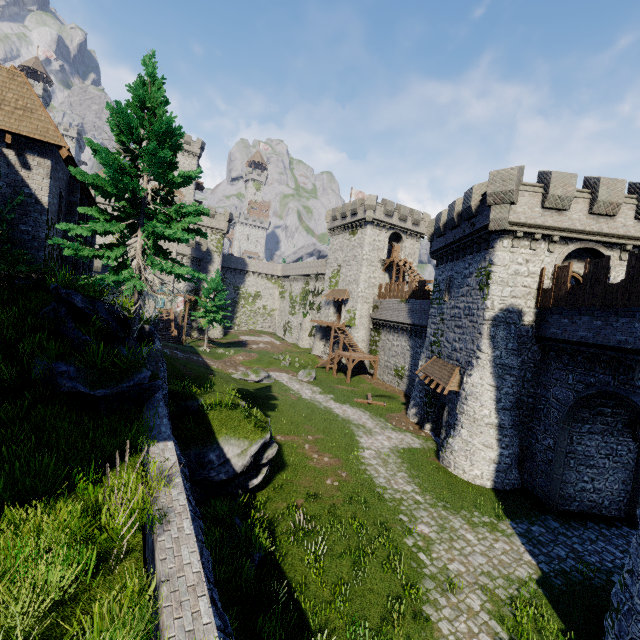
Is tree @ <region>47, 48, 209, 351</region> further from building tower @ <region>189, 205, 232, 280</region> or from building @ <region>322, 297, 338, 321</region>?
building tower @ <region>189, 205, 232, 280</region>

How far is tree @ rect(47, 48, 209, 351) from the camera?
10.16m

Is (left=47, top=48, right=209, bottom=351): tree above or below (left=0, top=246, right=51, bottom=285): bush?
above

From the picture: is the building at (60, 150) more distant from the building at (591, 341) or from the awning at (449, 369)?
the awning at (449, 369)

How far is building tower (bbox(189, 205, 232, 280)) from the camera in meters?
56.8 m

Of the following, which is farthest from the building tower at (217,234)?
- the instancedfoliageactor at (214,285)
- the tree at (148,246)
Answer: the tree at (148,246)

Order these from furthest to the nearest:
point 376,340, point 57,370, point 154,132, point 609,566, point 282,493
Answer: point 376,340 → point 282,493 → point 609,566 → point 154,132 → point 57,370

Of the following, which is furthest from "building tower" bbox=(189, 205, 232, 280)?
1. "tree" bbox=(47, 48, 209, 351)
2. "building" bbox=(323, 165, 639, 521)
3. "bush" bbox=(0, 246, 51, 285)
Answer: "tree" bbox=(47, 48, 209, 351)
